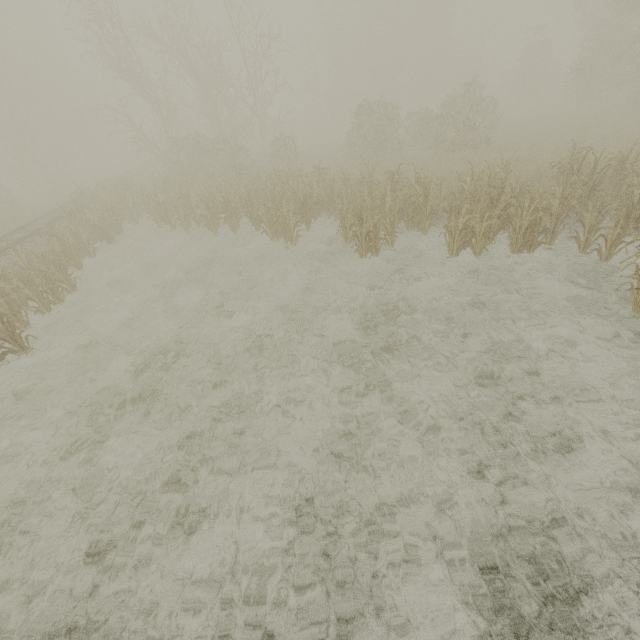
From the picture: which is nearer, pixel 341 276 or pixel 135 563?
pixel 135 563
